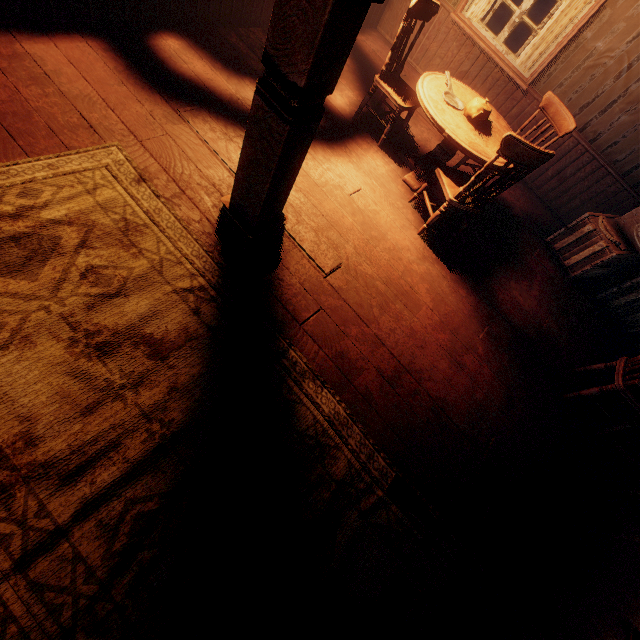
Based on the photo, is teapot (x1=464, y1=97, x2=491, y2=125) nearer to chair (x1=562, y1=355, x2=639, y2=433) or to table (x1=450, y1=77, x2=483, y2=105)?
table (x1=450, y1=77, x2=483, y2=105)

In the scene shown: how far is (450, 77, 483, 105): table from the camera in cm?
353

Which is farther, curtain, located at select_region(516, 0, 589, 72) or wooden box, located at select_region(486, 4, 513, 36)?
wooden box, located at select_region(486, 4, 513, 36)

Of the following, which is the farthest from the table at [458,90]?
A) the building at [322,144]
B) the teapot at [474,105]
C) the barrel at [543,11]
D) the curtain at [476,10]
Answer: the barrel at [543,11]

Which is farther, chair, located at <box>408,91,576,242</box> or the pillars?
chair, located at <box>408,91,576,242</box>

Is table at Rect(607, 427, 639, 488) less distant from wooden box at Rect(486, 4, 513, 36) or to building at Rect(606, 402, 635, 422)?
building at Rect(606, 402, 635, 422)

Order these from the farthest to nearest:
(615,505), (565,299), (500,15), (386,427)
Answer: (500,15)
(565,299)
(615,505)
(386,427)

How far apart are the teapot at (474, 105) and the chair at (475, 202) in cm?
48
